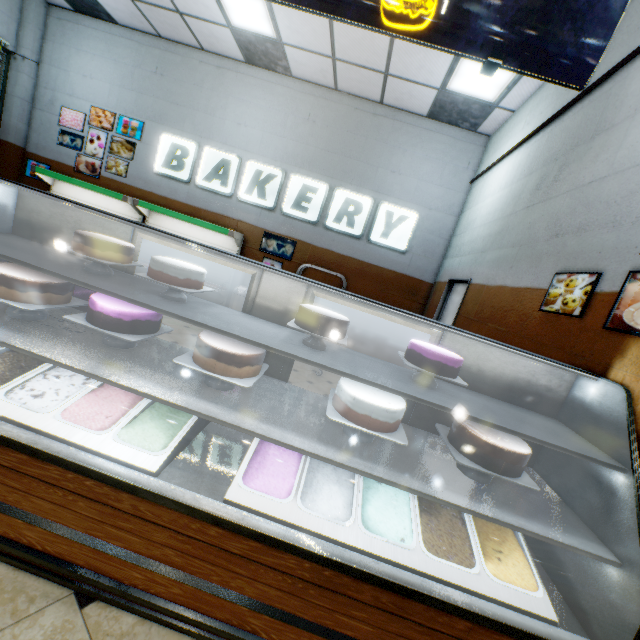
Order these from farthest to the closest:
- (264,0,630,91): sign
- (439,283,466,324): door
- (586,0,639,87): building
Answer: (439,283,466,324): door, (586,0,639,87): building, (264,0,630,91): sign

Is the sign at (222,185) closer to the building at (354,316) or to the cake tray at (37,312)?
the building at (354,316)

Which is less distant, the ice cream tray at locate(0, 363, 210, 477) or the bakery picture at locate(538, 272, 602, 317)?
the ice cream tray at locate(0, 363, 210, 477)

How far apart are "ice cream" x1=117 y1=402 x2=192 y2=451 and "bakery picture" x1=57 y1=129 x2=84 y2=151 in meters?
5.9

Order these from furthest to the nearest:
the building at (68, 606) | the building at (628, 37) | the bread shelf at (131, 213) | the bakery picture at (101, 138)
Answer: the bakery picture at (101, 138), the bread shelf at (131, 213), the building at (628, 37), the building at (68, 606)

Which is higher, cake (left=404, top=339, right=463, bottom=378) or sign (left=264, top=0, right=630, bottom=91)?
sign (left=264, top=0, right=630, bottom=91)

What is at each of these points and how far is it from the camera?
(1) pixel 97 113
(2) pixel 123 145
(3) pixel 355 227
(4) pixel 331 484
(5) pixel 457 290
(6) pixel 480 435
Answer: (1) bakery picture, 6.5m
(2) bakery picture, 6.5m
(3) sign, 6.3m
(4) ice cream, 1.8m
(5) door, 5.1m
(6) cake, 1.6m

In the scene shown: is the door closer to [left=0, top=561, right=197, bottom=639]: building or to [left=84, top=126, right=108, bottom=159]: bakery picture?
[left=0, top=561, right=197, bottom=639]: building
